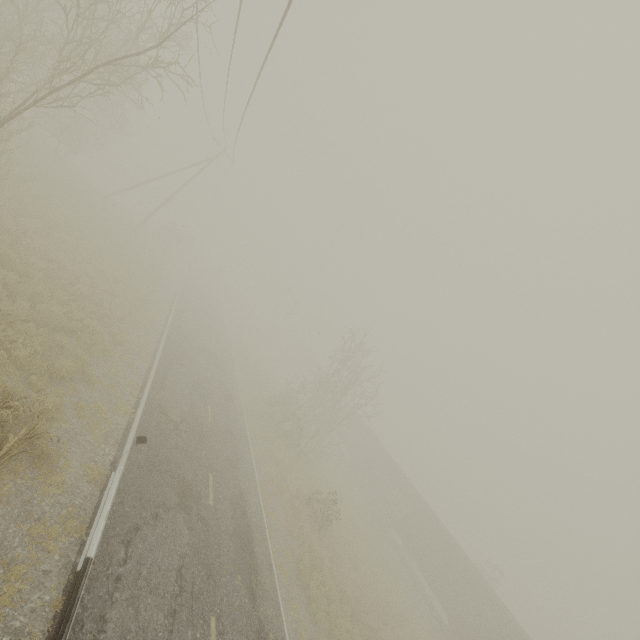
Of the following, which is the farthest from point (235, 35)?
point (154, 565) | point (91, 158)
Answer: point (91, 158)

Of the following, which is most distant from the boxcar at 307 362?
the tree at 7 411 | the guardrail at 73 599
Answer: the tree at 7 411

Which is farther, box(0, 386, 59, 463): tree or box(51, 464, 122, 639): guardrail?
box(0, 386, 59, 463): tree

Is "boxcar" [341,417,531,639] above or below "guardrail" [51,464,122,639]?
above

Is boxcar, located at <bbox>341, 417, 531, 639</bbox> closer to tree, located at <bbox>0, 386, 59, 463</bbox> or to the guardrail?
the guardrail

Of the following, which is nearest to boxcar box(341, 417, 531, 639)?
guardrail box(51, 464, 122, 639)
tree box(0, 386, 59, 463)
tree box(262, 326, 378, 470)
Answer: tree box(262, 326, 378, 470)

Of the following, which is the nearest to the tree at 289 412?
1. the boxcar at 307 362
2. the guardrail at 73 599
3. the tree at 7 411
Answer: the boxcar at 307 362

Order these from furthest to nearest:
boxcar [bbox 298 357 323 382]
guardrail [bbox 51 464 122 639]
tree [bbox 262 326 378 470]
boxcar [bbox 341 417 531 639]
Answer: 1. boxcar [bbox 298 357 323 382]
2. tree [bbox 262 326 378 470]
3. boxcar [bbox 341 417 531 639]
4. guardrail [bbox 51 464 122 639]
